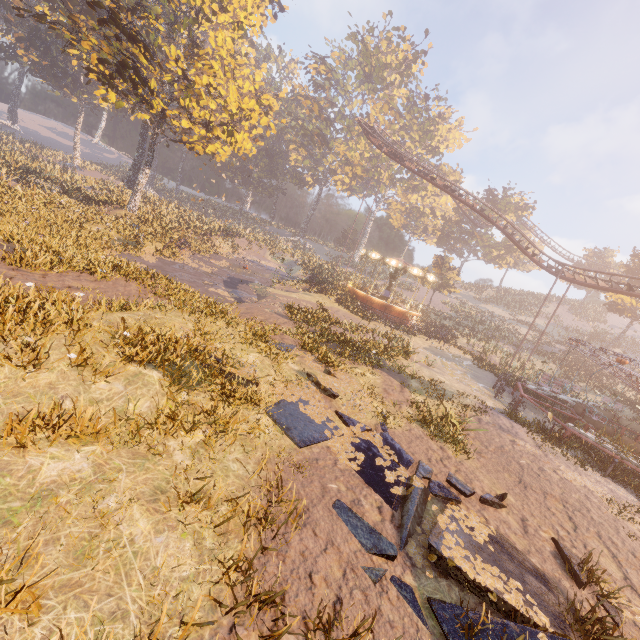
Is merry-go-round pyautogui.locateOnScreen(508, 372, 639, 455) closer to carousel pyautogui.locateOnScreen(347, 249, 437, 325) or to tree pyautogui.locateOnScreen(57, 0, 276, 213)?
carousel pyautogui.locateOnScreen(347, 249, 437, 325)

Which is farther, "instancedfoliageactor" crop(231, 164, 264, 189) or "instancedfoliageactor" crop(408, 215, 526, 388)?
"instancedfoliageactor" crop(231, 164, 264, 189)

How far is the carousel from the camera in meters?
28.2

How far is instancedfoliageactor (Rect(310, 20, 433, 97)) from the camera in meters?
54.5 m

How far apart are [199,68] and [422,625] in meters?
34.8 m

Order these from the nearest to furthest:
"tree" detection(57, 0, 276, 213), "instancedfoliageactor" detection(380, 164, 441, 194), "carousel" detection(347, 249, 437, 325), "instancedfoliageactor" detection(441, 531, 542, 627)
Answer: "instancedfoliageactor" detection(441, 531, 542, 627) → "tree" detection(57, 0, 276, 213) → "carousel" detection(347, 249, 437, 325) → "instancedfoliageactor" detection(380, 164, 441, 194)

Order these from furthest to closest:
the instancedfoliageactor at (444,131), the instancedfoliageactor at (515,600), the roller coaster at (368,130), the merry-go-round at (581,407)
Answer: the instancedfoliageactor at (444,131)
the roller coaster at (368,130)
the merry-go-round at (581,407)
the instancedfoliageactor at (515,600)

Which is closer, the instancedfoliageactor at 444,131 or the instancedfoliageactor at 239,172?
the instancedfoliageactor at 444,131
